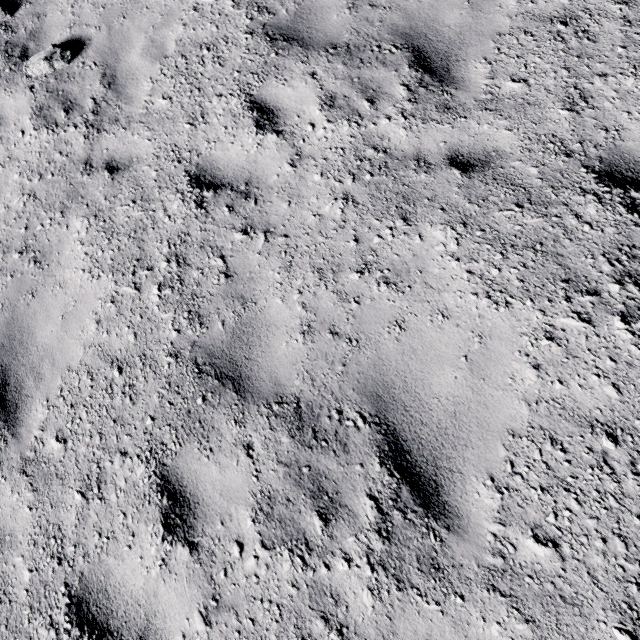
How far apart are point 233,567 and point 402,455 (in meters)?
1.57
